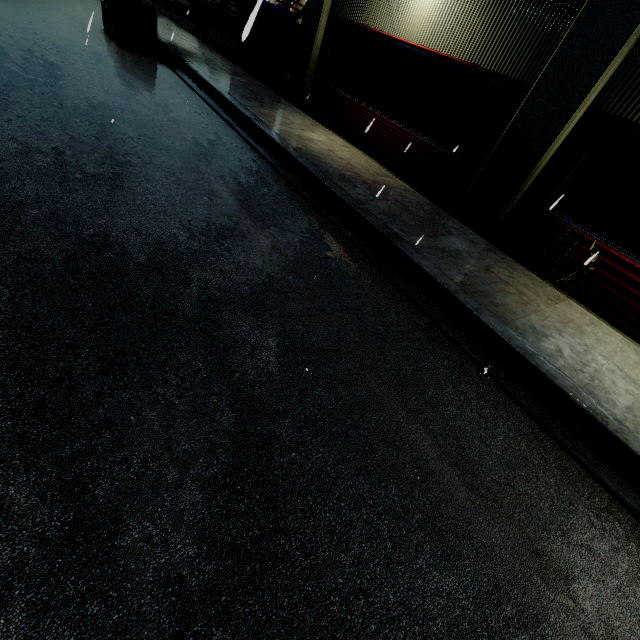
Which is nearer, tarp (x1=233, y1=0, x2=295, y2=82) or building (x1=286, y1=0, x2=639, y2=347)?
building (x1=286, y1=0, x2=639, y2=347)

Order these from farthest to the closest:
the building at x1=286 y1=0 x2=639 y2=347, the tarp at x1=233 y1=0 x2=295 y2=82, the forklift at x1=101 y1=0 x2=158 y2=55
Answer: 1. the tarp at x1=233 y1=0 x2=295 y2=82
2. the forklift at x1=101 y1=0 x2=158 y2=55
3. the building at x1=286 y1=0 x2=639 y2=347

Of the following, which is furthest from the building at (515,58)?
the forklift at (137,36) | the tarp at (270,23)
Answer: the forklift at (137,36)

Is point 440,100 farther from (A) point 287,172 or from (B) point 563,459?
(B) point 563,459

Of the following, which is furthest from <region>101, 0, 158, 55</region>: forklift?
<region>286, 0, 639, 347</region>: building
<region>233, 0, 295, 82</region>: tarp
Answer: <region>286, 0, 639, 347</region>: building

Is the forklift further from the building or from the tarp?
the building
